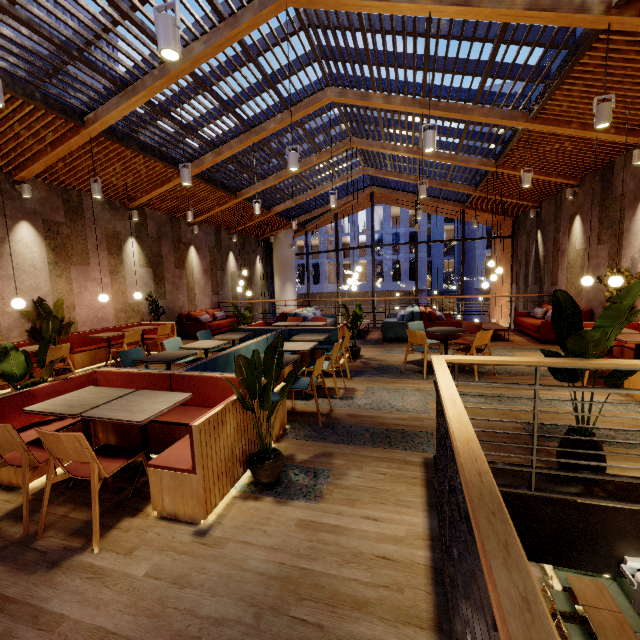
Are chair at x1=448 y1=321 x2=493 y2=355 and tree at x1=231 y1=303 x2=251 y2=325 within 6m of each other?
yes

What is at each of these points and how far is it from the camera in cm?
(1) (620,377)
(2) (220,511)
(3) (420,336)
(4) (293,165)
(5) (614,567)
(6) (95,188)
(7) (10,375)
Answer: (1) tree, 261
(2) building, 258
(3) chair, 579
(4) lamp, 492
(5) building, 253
(6) lamp, 600
(7) tree, 346

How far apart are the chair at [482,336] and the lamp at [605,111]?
3.1 meters

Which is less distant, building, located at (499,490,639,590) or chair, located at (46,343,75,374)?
building, located at (499,490,639,590)

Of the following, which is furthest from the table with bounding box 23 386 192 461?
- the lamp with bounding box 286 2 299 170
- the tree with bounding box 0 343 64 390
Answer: the lamp with bounding box 286 2 299 170

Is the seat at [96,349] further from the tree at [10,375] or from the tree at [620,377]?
the tree at [620,377]

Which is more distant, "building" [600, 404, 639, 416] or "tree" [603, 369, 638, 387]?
"building" [600, 404, 639, 416]

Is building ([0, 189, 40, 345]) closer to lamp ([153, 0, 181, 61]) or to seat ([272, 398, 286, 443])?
seat ([272, 398, 286, 443])
